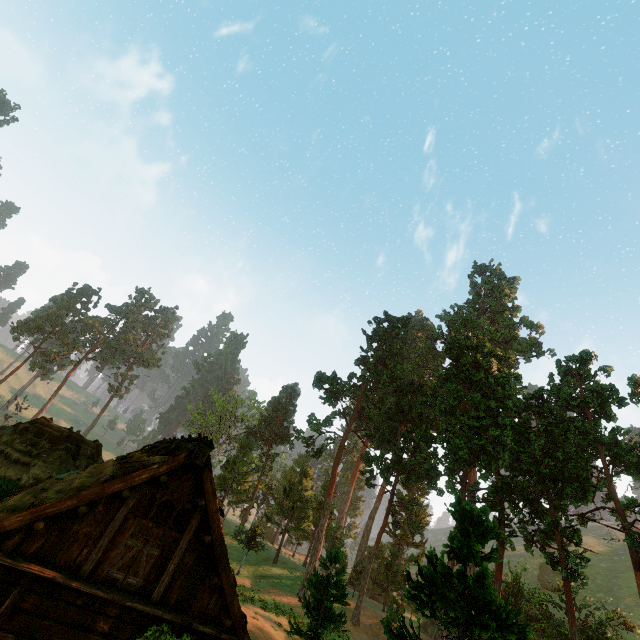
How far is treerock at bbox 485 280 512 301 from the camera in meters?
56.9

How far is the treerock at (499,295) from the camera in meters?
56.9

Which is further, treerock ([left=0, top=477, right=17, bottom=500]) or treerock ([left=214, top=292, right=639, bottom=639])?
treerock ([left=0, top=477, right=17, bottom=500])

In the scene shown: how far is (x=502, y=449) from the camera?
27.11m

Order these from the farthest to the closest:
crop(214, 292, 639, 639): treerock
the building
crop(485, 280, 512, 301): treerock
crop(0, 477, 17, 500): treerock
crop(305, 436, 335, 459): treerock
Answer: crop(485, 280, 512, 301): treerock → crop(305, 436, 335, 459): treerock → crop(0, 477, 17, 500): treerock → crop(214, 292, 639, 639): treerock → the building

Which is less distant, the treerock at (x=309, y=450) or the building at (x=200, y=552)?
the building at (x=200, y=552)
